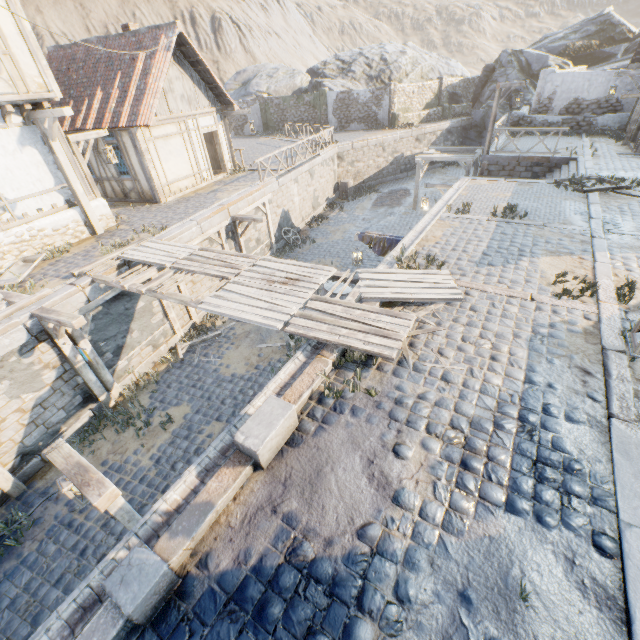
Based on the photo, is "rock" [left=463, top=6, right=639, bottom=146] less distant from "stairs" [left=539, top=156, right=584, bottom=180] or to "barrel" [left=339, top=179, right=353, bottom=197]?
"stairs" [left=539, top=156, right=584, bottom=180]

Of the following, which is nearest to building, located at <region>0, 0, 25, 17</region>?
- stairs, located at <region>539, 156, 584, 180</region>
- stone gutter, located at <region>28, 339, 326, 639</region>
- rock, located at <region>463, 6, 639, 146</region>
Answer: stone gutter, located at <region>28, 339, 326, 639</region>

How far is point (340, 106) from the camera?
28.42m

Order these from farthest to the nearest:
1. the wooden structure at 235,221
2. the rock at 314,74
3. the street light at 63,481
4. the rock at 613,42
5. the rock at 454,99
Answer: the rock at 314,74, the rock at 454,99, the rock at 613,42, the wooden structure at 235,221, the street light at 63,481

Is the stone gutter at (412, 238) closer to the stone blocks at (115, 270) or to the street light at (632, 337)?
the stone blocks at (115, 270)

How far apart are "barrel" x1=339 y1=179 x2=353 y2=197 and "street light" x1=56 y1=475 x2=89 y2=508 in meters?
22.5 m

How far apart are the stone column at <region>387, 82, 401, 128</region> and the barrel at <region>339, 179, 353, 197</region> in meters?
8.0

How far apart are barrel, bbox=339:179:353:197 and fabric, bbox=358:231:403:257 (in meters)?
14.45
